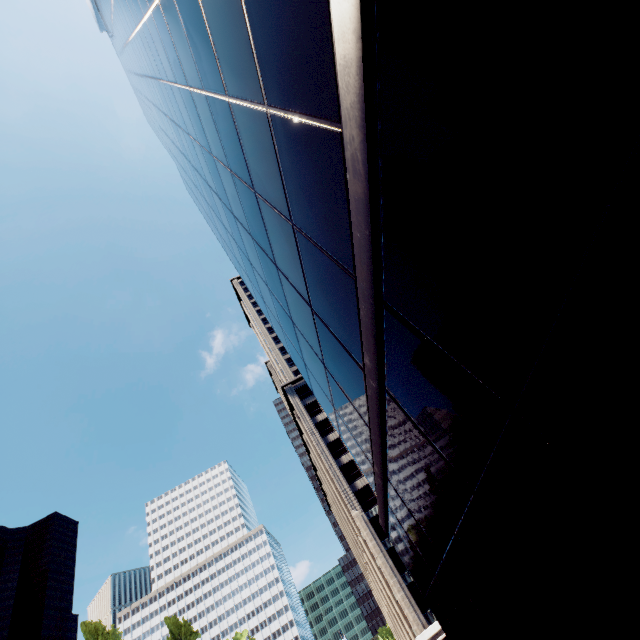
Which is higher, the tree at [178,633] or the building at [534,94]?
the tree at [178,633]

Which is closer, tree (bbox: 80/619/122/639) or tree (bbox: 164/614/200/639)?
tree (bbox: 80/619/122/639)

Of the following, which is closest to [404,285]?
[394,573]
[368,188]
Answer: [368,188]

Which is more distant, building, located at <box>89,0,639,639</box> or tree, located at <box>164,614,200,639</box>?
tree, located at <box>164,614,200,639</box>

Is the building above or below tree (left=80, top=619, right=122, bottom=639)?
below

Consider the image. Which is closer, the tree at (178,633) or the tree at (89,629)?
the tree at (89,629)

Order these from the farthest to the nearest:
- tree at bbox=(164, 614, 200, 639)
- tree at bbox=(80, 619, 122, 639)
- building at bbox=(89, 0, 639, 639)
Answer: tree at bbox=(164, 614, 200, 639), tree at bbox=(80, 619, 122, 639), building at bbox=(89, 0, 639, 639)
